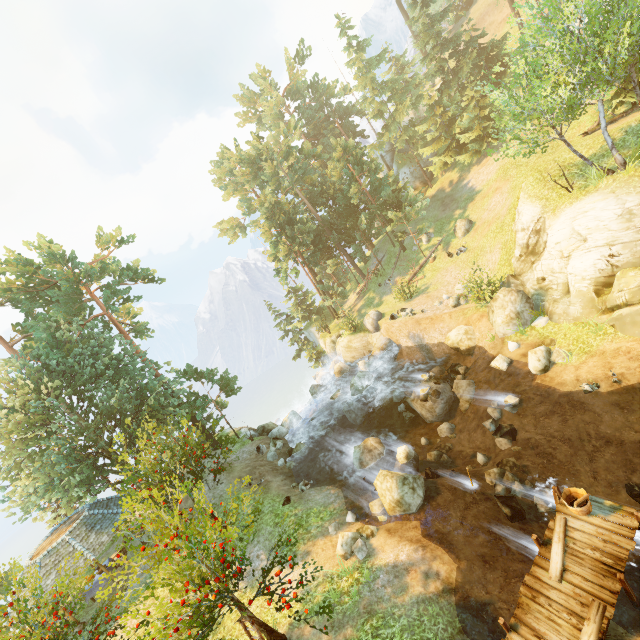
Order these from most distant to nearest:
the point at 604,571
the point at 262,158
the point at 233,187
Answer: the point at 233,187 → the point at 262,158 → the point at 604,571

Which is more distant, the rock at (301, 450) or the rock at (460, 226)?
the rock at (460, 226)

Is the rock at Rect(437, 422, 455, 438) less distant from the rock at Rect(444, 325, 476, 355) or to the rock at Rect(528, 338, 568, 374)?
the rock at Rect(444, 325, 476, 355)

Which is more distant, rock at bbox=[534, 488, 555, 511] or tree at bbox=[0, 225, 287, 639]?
rock at bbox=[534, 488, 555, 511]

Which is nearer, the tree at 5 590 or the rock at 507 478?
the tree at 5 590

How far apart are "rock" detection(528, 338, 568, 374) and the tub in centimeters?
682cm

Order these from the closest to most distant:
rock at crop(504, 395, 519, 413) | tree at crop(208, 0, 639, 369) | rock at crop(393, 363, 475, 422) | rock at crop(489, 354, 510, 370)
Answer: tree at crop(208, 0, 639, 369) → rock at crop(504, 395, 519, 413) → rock at crop(489, 354, 510, 370) → rock at crop(393, 363, 475, 422)

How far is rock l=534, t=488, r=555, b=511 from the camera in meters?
11.9 m
